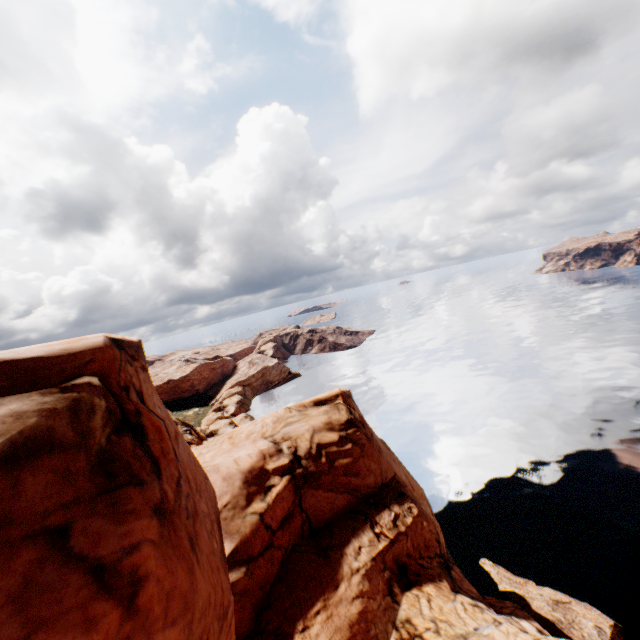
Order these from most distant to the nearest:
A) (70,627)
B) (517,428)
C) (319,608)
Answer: (517,428), (319,608), (70,627)
